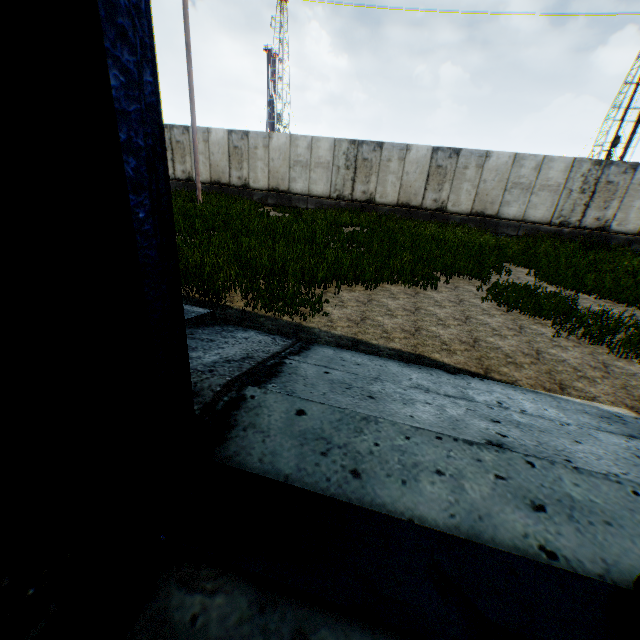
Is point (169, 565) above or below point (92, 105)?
below
